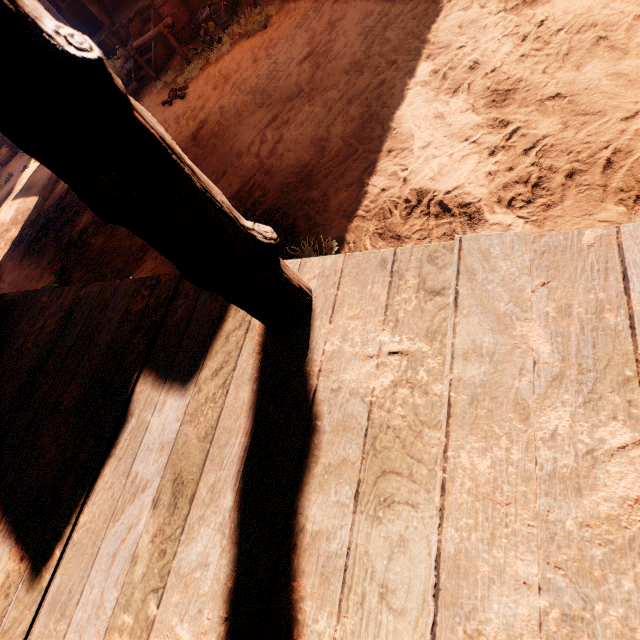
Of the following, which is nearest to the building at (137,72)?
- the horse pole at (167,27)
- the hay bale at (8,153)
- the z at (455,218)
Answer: the z at (455,218)

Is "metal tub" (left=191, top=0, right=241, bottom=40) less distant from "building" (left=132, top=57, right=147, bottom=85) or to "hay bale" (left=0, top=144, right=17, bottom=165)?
"building" (left=132, top=57, right=147, bottom=85)

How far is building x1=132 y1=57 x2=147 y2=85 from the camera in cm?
935

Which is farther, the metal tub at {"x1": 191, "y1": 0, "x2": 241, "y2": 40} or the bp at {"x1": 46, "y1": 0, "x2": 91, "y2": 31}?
the bp at {"x1": 46, "y1": 0, "x2": 91, "y2": 31}

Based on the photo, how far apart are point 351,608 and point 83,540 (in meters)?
1.44

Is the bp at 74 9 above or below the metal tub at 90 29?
above

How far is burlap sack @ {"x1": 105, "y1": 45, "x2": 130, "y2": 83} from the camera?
10.3 meters

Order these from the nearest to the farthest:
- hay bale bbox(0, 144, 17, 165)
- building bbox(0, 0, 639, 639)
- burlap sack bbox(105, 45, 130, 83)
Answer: building bbox(0, 0, 639, 639)
burlap sack bbox(105, 45, 130, 83)
hay bale bbox(0, 144, 17, 165)
